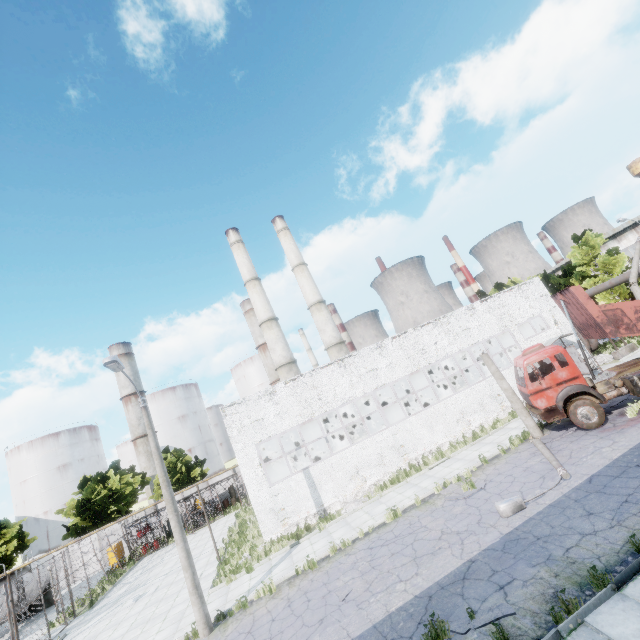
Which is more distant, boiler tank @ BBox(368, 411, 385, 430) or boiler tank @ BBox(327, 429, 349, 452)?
boiler tank @ BBox(368, 411, 385, 430)

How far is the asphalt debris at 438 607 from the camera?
7.5 meters

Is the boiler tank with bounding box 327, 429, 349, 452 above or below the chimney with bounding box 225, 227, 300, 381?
below

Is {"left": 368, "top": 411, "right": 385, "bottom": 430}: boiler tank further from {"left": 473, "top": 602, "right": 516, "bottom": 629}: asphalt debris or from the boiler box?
{"left": 473, "top": 602, "right": 516, "bottom": 629}: asphalt debris

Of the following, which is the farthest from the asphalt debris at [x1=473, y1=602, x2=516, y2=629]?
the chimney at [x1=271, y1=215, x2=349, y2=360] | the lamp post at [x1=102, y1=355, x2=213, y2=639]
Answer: the chimney at [x1=271, y1=215, x2=349, y2=360]

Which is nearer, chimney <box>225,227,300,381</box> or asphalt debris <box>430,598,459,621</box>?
asphalt debris <box>430,598,459,621</box>

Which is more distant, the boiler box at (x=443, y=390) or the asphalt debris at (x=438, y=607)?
the boiler box at (x=443, y=390)

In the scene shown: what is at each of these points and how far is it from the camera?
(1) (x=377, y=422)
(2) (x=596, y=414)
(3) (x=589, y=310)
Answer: (1) boiler tank, 33.1 meters
(2) truck, 13.7 meters
(3) truck dump body, 13.9 meters
